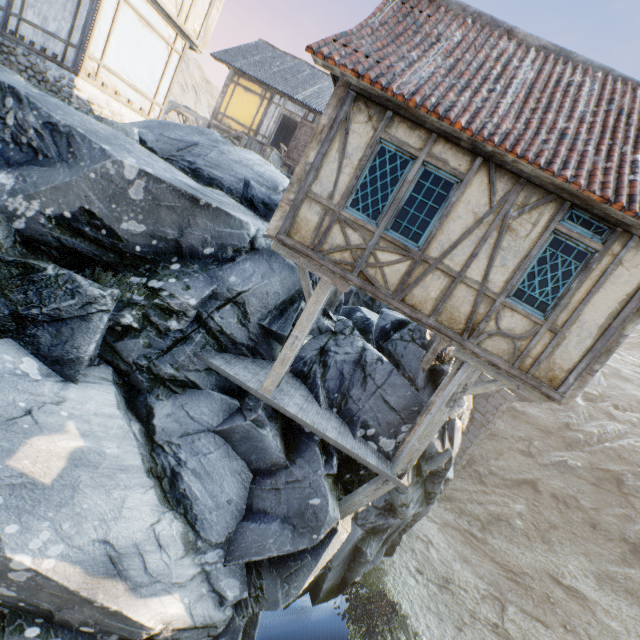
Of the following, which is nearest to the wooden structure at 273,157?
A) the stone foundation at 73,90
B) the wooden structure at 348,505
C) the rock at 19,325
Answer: the rock at 19,325

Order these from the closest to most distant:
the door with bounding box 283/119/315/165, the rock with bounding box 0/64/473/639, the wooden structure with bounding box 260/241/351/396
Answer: the rock with bounding box 0/64/473/639, the wooden structure with bounding box 260/241/351/396, the door with bounding box 283/119/315/165

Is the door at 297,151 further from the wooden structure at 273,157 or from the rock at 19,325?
the rock at 19,325

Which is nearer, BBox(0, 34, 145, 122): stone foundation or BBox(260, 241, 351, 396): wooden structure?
BBox(260, 241, 351, 396): wooden structure

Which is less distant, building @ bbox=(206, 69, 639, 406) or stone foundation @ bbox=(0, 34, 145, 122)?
building @ bbox=(206, 69, 639, 406)

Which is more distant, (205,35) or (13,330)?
(205,35)

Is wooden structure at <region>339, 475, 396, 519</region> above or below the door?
below

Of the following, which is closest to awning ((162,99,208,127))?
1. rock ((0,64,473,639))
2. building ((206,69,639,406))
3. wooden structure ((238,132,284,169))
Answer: wooden structure ((238,132,284,169))
